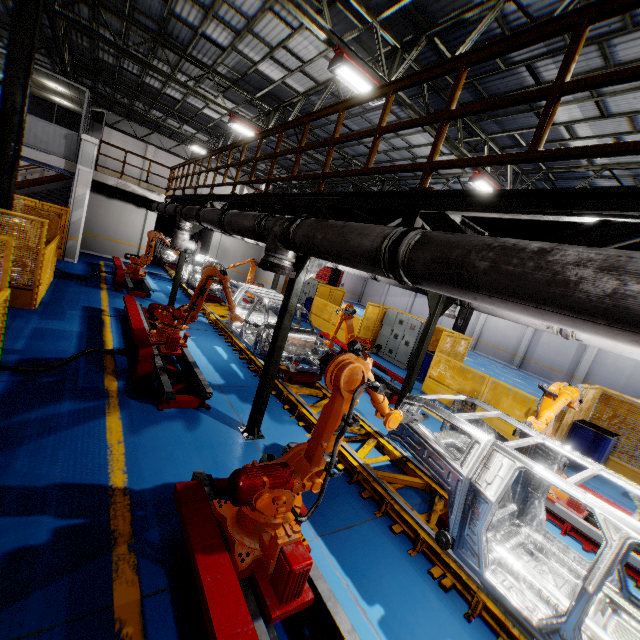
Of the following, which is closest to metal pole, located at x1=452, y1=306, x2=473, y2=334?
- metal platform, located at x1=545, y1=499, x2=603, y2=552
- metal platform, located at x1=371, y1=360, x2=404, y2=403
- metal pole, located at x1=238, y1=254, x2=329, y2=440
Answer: metal platform, located at x1=371, y1=360, x2=404, y2=403

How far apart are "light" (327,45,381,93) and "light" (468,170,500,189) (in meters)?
4.89

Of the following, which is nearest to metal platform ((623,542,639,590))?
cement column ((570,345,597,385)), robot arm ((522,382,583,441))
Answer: robot arm ((522,382,583,441))

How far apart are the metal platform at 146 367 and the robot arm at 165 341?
0.0 meters

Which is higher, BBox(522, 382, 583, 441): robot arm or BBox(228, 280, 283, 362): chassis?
BBox(522, 382, 583, 441): robot arm

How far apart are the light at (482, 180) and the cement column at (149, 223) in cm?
1655

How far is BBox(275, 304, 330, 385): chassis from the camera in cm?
771

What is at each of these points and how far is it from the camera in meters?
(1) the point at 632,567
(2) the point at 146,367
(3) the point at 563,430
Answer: (1) metal platform, 4.9 m
(2) metal platform, 6.0 m
(3) metal panel, 8.6 m
